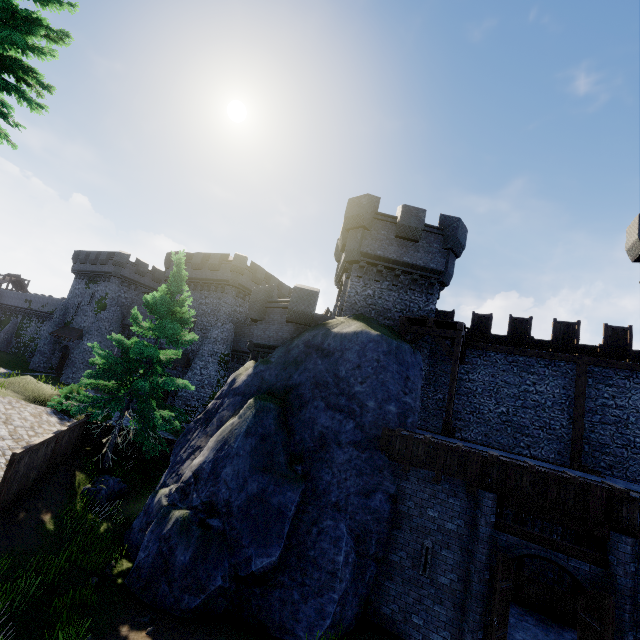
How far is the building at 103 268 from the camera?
40.8 meters

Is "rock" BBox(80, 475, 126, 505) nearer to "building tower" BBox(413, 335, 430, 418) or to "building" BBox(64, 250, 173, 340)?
"building tower" BBox(413, 335, 430, 418)

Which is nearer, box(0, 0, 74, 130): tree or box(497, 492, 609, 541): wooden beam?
box(497, 492, 609, 541): wooden beam

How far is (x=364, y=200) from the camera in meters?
17.2

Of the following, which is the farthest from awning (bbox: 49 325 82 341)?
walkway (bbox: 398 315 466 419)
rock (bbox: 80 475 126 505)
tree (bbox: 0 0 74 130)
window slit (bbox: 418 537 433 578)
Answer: window slit (bbox: 418 537 433 578)

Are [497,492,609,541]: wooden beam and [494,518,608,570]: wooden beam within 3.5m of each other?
yes

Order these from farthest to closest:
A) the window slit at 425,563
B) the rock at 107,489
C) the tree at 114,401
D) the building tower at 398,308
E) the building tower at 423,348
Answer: the building tower at 398,308
the building tower at 423,348
the tree at 114,401
the rock at 107,489
the window slit at 425,563

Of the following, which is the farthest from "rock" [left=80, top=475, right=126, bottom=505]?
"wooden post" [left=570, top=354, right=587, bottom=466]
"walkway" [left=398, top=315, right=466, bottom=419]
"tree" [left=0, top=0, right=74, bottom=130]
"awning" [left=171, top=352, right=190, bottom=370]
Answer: "wooden post" [left=570, top=354, right=587, bottom=466]
